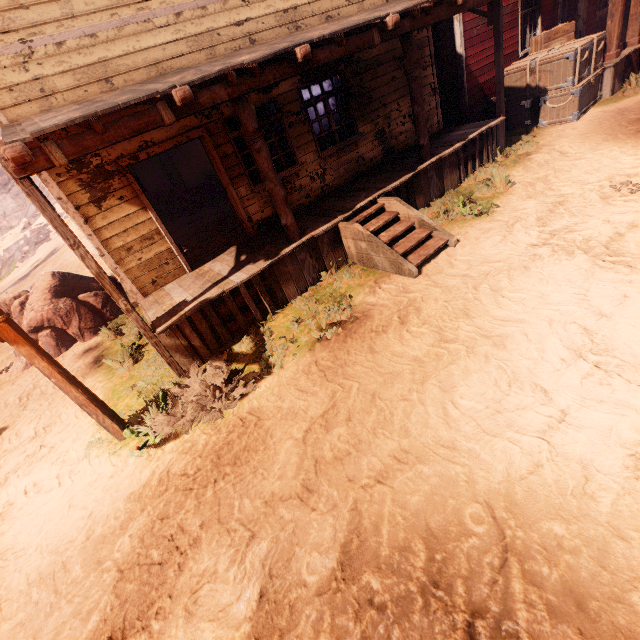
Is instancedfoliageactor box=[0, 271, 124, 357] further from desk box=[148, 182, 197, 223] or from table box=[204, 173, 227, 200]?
table box=[204, 173, 227, 200]

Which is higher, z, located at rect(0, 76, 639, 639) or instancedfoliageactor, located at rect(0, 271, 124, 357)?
instancedfoliageactor, located at rect(0, 271, 124, 357)

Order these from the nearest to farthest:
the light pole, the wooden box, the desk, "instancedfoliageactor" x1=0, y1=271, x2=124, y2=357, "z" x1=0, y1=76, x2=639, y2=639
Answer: "z" x1=0, y1=76, x2=639, y2=639, the light pole, "instancedfoliageactor" x1=0, y1=271, x2=124, y2=357, the wooden box, the desk

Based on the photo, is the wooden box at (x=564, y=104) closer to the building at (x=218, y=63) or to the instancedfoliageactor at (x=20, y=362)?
the building at (x=218, y=63)

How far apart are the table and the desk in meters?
0.9 m

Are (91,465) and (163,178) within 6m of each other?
no

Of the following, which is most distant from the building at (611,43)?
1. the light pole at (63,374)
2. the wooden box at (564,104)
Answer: the light pole at (63,374)

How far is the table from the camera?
13.3m
